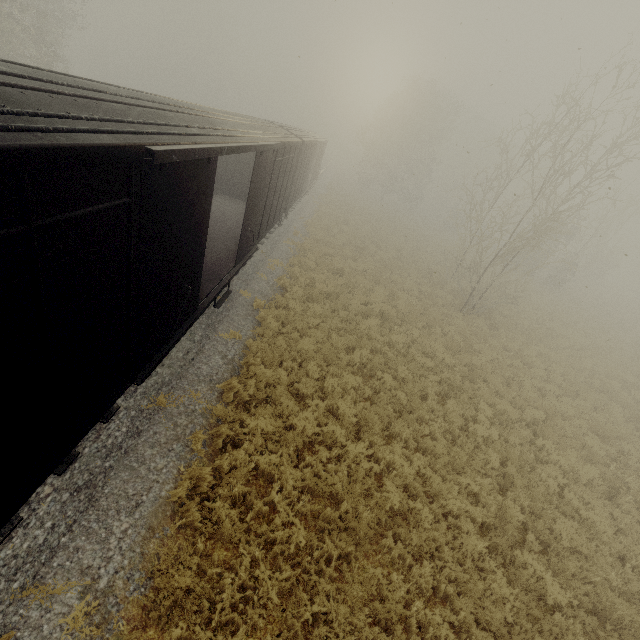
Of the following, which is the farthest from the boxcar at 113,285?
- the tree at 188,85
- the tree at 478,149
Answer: the tree at 188,85

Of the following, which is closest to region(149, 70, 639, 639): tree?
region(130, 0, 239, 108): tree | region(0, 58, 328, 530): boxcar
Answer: → region(0, 58, 328, 530): boxcar

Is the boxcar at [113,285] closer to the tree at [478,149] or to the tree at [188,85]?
the tree at [478,149]

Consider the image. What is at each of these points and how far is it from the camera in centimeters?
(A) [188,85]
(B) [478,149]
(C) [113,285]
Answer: (A) tree, 5794cm
(B) tree, 4616cm
(C) boxcar, 391cm

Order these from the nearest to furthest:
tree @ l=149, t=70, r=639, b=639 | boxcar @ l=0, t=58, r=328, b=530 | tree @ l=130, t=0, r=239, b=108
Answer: boxcar @ l=0, t=58, r=328, b=530 → tree @ l=149, t=70, r=639, b=639 → tree @ l=130, t=0, r=239, b=108

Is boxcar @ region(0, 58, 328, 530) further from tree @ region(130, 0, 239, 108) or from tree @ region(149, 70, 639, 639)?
tree @ region(130, 0, 239, 108)
